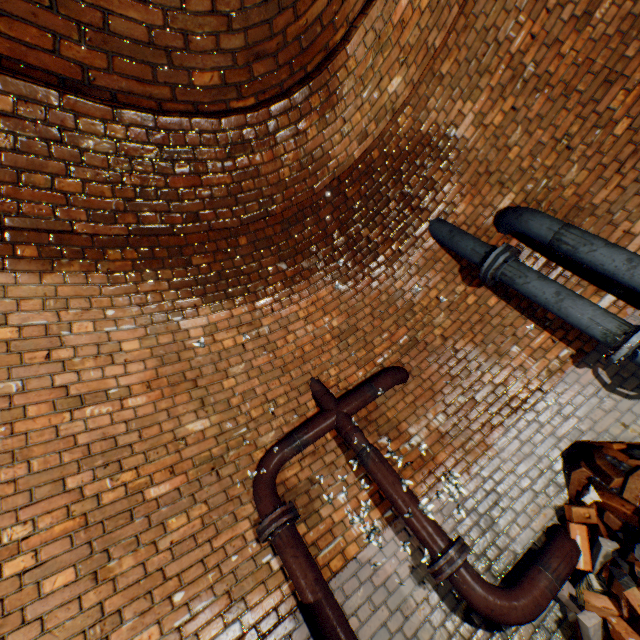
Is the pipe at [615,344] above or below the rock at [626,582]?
above

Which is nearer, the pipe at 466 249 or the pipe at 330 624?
the pipe at 330 624

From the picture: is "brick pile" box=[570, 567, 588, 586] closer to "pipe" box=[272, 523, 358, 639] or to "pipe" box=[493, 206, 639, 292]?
"pipe" box=[272, 523, 358, 639]

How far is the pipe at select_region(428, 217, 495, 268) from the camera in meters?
3.4 m

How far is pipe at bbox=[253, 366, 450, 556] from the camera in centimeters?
262cm

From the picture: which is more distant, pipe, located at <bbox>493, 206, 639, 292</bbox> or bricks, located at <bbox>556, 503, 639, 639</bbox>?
pipe, located at <bbox>493, 206, 639, 292</bbox>

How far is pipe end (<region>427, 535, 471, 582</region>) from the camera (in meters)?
2.41

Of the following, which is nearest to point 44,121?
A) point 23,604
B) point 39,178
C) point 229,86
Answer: point 39,178
